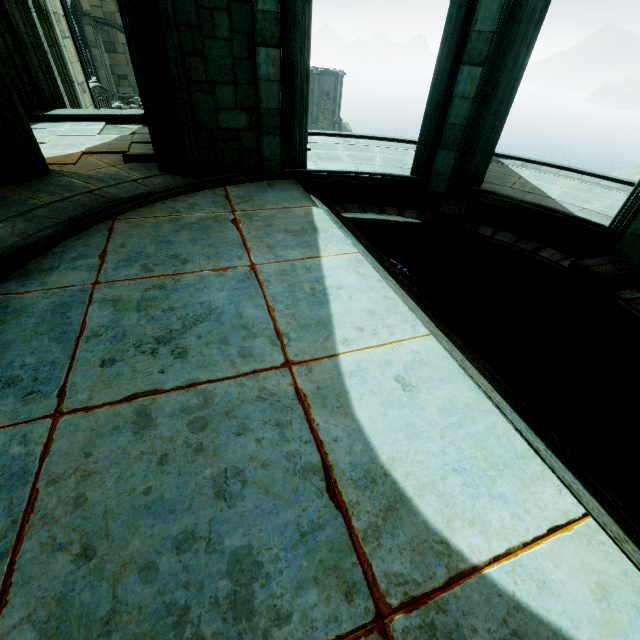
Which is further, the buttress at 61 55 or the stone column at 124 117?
the buttress at 61 55

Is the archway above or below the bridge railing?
above

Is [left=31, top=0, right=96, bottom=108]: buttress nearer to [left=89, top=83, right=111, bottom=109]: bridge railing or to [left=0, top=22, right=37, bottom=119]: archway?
[left=89, top=83, right=111, bottom=109]: bridge railing

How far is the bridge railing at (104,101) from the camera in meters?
17.2

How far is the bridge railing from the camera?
17.2 meters

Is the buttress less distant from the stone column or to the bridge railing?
the bridge railing

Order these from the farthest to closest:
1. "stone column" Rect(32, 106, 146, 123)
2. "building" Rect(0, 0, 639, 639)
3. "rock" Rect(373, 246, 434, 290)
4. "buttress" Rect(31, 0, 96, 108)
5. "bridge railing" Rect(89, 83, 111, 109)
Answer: "bridge railing" Rect(89, 83, 111, 109) → "buttress" Rect(31, 0, 96, 108) → "stone column" Rect(32, 106, 146, 123) → "rock" Rect(373, 246, 434, 290) → "building" Rect(0, 0, 639, 639)

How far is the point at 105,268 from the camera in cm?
351
